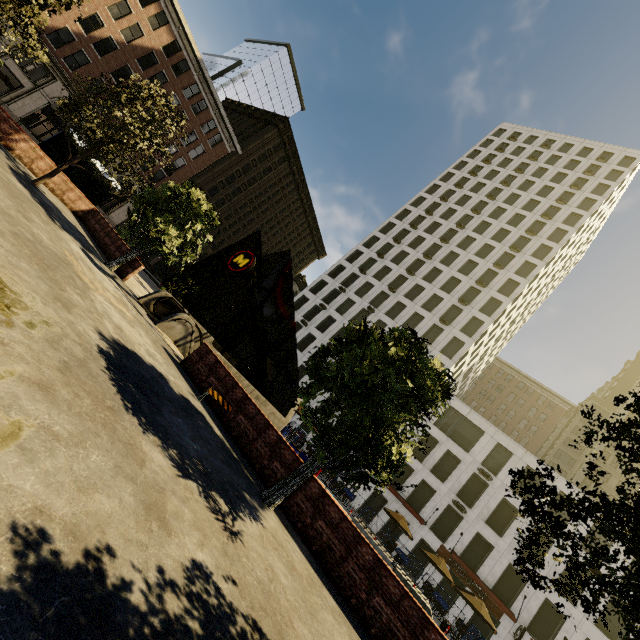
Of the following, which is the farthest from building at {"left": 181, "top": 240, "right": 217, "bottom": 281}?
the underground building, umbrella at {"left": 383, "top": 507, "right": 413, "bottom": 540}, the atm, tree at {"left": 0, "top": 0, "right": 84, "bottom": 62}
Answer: umbrella at {"left": 383, "top": 507, "right": 413, "bottom": 540}

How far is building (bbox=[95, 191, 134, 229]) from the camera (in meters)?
38.06

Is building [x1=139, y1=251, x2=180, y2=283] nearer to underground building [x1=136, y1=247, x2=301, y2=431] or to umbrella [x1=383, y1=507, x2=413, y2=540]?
underground building [x1=136, y1=247, x2=301, y2=431]

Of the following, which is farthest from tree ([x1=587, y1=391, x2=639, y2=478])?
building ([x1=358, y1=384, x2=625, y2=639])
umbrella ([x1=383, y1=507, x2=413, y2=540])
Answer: building ([x1=358, y1=384, x2=625, y2=639])

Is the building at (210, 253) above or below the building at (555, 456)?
below

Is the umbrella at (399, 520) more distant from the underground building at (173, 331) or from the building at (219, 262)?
the building at (219, 262)

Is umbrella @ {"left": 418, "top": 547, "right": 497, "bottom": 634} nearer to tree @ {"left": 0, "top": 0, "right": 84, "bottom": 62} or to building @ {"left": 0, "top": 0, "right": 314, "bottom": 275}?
tree @ {"left": 0, "top": 0, "right": 84, "bottom": 62}

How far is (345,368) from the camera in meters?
8.2
